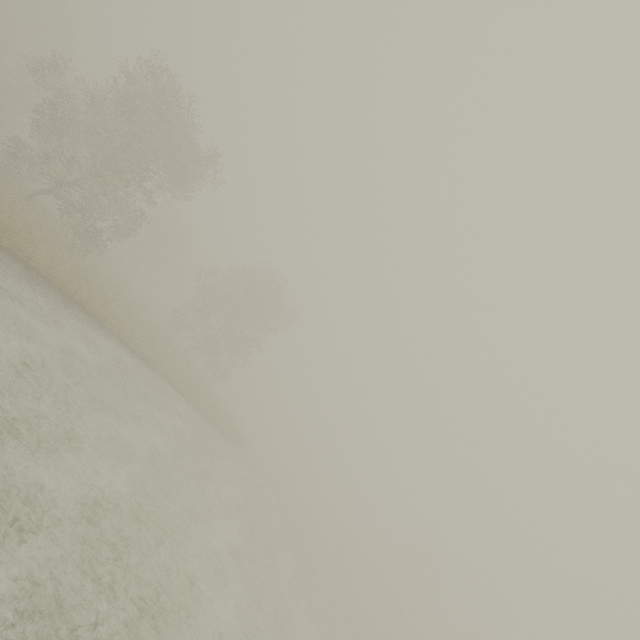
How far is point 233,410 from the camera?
51.1m
